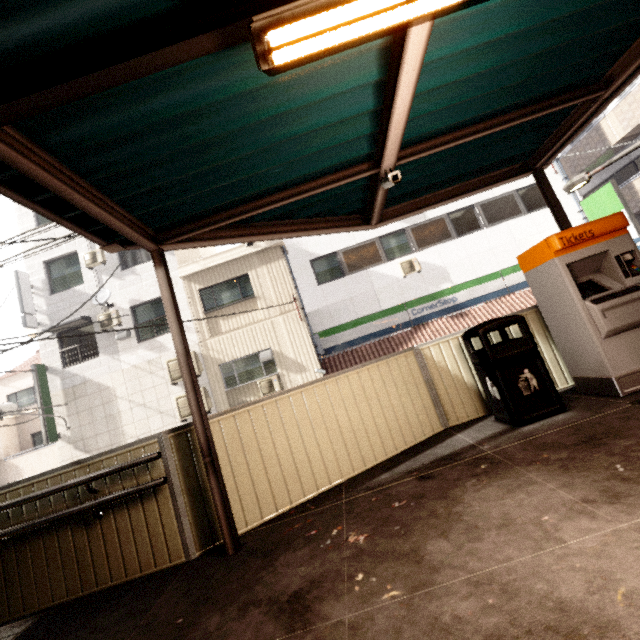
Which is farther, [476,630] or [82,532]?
[82,532]

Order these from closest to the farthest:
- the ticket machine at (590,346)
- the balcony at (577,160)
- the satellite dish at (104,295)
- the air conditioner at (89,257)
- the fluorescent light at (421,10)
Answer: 1. the fluorescent light at (421,10)
2. the ticket machine at (590,346)
3. the satellite dish at (104,295)
4. the air conditioner at (89,257)
5. the balcony at (577,160)

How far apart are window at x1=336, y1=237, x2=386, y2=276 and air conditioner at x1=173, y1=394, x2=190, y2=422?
6.9m

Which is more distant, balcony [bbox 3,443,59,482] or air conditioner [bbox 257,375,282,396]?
balcony [bbox 3,443,59,482]

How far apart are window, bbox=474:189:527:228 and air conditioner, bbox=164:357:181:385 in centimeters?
1229cm

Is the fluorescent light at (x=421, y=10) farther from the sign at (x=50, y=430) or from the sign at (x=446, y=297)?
the sign at (x=50, y=430)

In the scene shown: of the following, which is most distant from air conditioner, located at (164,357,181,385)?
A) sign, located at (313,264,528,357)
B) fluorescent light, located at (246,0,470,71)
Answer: fluorescent light, located at (246,0,470,71)

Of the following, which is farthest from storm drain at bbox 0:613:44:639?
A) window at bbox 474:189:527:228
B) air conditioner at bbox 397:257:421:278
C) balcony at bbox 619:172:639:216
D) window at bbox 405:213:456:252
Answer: balcony at bbox 619:172:639:216
